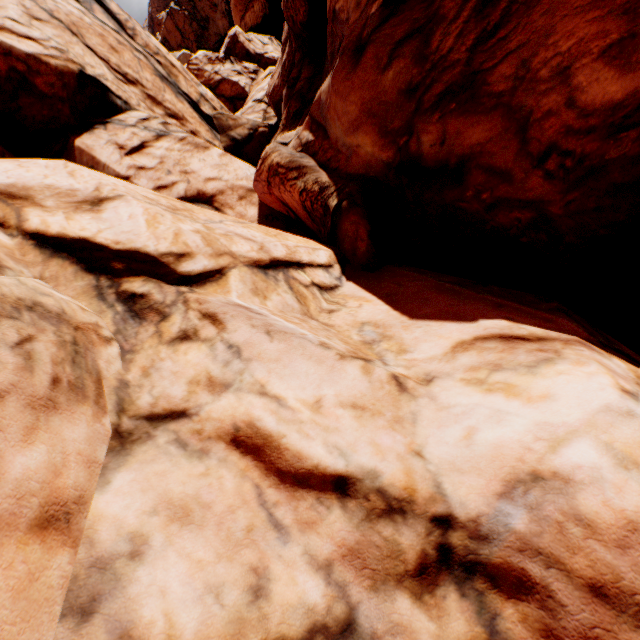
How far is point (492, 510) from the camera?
3.09m

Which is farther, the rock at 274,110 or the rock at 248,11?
the rock at 248,11

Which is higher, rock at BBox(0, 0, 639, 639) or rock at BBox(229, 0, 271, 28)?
rock at BBox(229, 0, 271, 28)

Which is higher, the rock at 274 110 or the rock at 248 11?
the rock at 248 11

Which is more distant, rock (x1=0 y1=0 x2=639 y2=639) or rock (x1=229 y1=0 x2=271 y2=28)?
rock (x1=229 y1=0 x2=271 y2=28)
